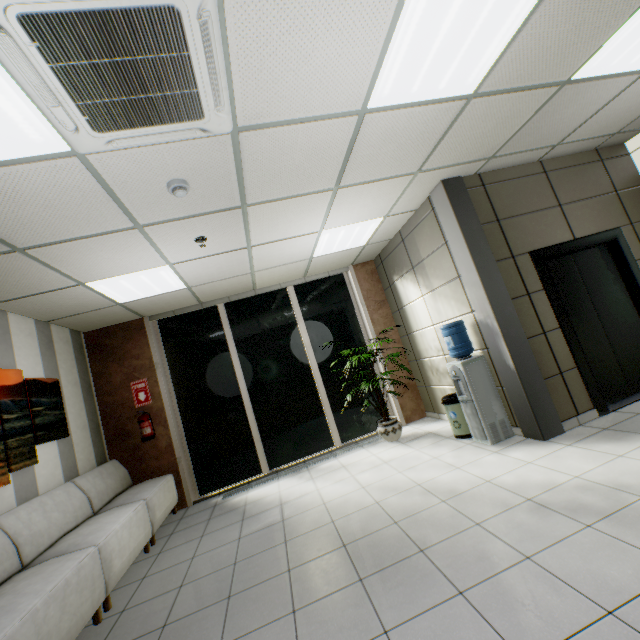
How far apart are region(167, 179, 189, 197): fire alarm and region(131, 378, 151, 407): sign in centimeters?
398cm

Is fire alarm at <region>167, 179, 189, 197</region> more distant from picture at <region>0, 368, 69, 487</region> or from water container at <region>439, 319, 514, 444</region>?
water container at <region>439, 319, 514, 444</region>

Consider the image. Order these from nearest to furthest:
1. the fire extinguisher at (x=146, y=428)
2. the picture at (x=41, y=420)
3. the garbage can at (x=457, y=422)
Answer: the picture at (x=41, y=420) → the garbage can at (x=457, y=422) → the fire extinguisher at (x=146, y=428)

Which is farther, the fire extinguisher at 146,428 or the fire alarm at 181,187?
the fire extinguisher at 146,428

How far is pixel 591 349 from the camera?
4.1m

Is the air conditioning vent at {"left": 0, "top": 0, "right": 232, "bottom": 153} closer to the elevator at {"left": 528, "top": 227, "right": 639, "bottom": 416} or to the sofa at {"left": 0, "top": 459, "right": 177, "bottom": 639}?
the sofa at {"left": 0, "top": 459, "right": 177, "bottom": 639}

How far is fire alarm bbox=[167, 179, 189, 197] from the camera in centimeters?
255cm

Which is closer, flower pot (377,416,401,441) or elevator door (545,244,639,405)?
elevator door (545,244,639,405)
